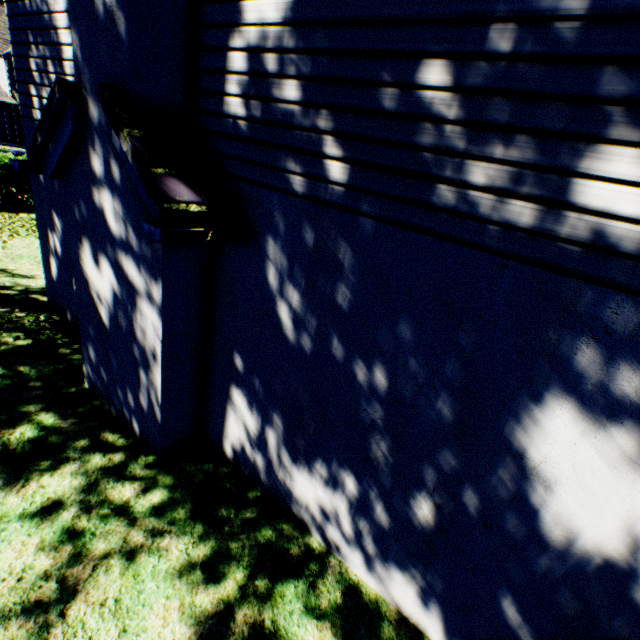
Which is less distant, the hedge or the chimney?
the chimney

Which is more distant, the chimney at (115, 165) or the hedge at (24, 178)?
the hedge at (24, 178)

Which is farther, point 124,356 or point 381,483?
point 124,356
